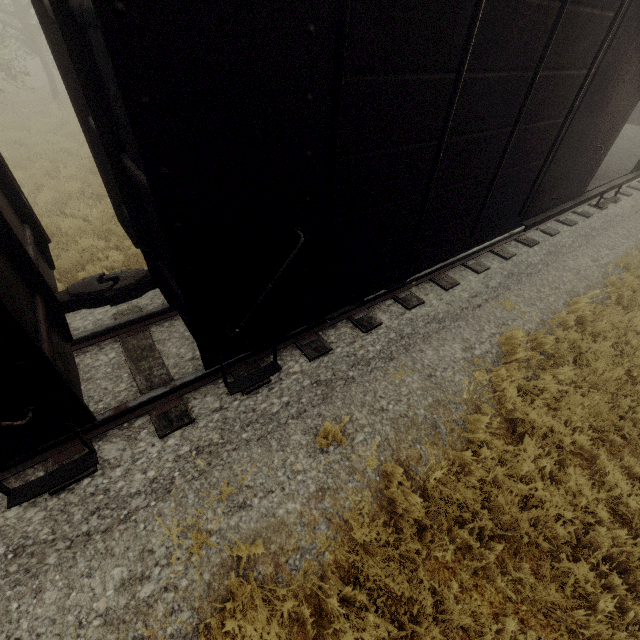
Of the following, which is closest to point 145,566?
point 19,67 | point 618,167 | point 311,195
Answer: point 311,195

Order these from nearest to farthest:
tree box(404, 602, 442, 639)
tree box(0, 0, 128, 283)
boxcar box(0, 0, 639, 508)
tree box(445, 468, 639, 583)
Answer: boxcar box(0, 0, 639, 508) < tree box(404, 602, 442, 639) < tree box(445, 468, 639, 583) < tree box(0, 0, 128, 283)

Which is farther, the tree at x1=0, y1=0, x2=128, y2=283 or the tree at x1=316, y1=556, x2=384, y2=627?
the tree at x1=0, y1=0, x2=128, y2=283

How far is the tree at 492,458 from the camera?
4.0m

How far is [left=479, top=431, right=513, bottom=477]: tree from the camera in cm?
397
